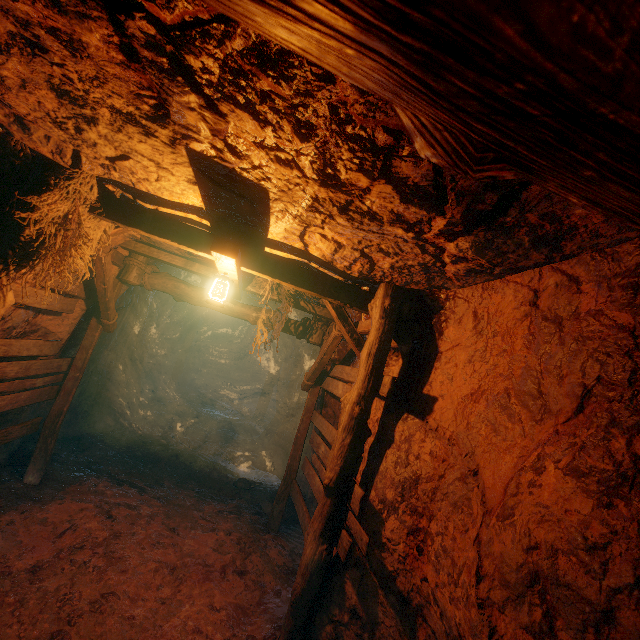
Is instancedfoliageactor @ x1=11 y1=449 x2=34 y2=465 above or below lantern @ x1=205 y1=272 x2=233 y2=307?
below

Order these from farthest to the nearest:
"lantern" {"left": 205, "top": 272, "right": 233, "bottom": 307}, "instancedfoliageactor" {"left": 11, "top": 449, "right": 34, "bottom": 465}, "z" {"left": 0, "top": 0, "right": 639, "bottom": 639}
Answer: "instancedfoliageactor" {"left": 11, "top": 449, "right": 34, "bottom": 465} → "lantern" {"left": 205, "top": 272, "right": 233, "bottom": 307} → "z" {"left": 0, "top": 0, "right": 639, "bottom": 639}

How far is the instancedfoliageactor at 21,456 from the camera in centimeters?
577cm

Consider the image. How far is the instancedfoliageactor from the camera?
5.77m

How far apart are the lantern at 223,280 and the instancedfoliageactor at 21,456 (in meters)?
4.94

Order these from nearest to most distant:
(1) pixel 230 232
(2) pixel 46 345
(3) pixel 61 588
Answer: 1. (3) pixel 61 588
2. (1) pixel 230 232
3. (2) pixel 46 345

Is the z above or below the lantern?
below

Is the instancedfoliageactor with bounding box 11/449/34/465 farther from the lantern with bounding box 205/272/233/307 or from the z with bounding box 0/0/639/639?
the lantern with bounding box 205/272/233/307
